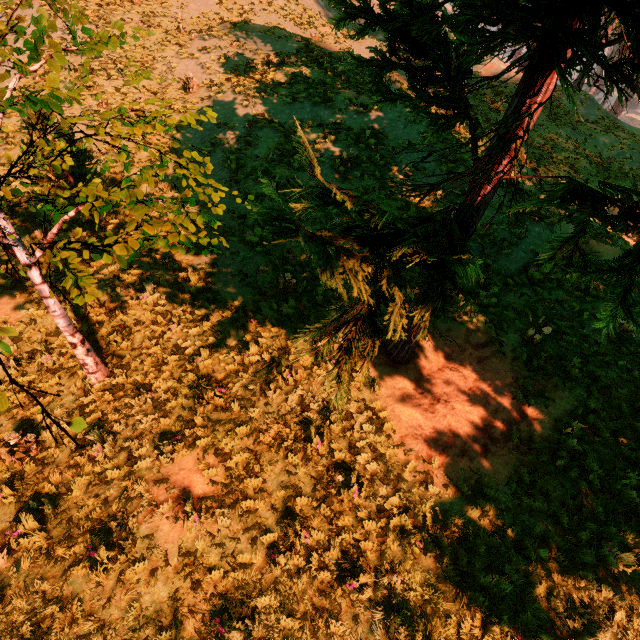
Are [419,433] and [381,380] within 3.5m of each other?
yes

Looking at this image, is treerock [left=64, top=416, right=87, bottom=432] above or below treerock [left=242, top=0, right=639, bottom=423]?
below

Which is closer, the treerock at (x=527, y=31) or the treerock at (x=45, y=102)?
the treerock at (x=527, y=31)

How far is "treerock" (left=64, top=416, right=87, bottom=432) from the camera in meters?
2.9 m

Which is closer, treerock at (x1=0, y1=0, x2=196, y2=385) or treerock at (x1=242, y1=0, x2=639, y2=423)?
treerock at (x1=242, y1=0, x2=639, y2=423)
